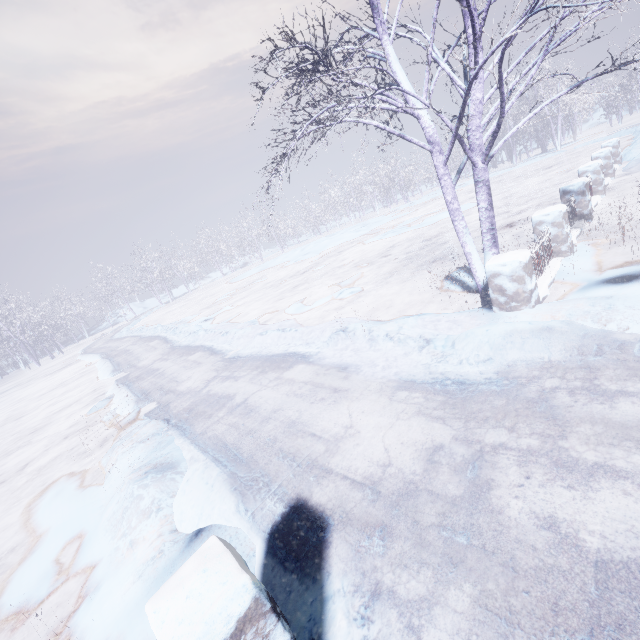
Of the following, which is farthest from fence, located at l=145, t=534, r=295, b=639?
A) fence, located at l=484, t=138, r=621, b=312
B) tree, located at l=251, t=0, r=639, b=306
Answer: fence, located at l=484, t=138, r=621, b=312

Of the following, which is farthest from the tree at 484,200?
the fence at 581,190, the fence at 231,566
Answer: the fence at 231,566

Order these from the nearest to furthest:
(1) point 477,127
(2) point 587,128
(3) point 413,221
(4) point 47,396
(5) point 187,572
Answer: (5) point 187,572 < (1) point 477,127 < (4) point 47,396 < (3) point 413,221 < (2) point 587,128

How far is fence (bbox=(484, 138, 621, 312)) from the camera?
4.1 meters

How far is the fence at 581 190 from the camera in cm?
405

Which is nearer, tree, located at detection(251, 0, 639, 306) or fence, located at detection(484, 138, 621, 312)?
tree, located at detection(251, 0, 639, 306)

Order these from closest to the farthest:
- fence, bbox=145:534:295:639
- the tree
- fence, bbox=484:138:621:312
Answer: fence, bbox=145:534:295:639 < the tree < fence, bbox=484:138:621:312
